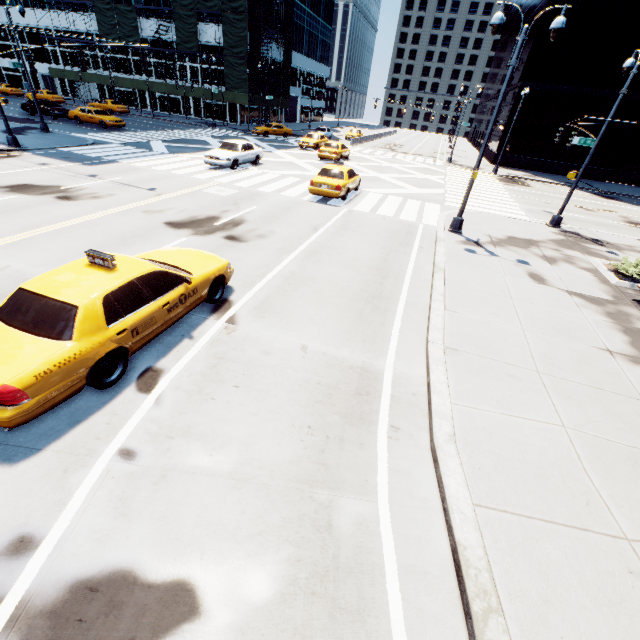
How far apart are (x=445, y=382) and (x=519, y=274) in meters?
7.1

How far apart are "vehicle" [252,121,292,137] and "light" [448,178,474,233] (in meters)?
32.85

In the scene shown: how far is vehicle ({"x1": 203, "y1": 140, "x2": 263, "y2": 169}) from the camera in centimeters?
1984cm

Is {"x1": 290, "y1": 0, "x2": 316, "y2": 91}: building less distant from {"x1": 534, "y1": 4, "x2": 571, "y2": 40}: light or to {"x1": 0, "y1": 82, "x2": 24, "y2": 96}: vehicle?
{"x1": 0, "y1": 82, "x2": 24, "y2": 96}: vehicle

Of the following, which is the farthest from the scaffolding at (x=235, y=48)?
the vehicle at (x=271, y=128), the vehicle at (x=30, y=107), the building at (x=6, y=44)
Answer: the vehicle at (x=30, y=107)

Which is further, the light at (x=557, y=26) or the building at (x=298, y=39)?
the building at (x=298, y=39)

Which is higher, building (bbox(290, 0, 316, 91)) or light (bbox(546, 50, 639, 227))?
building (bbox(290, 0, 316, 91))

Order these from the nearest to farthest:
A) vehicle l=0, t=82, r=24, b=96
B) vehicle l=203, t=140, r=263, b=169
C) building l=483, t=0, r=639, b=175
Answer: vehicle l=203, t=140, r=263, b=169, building l=483, t=0, r=639, b=175, vehicle l=0, t=82, r=24, b=96
